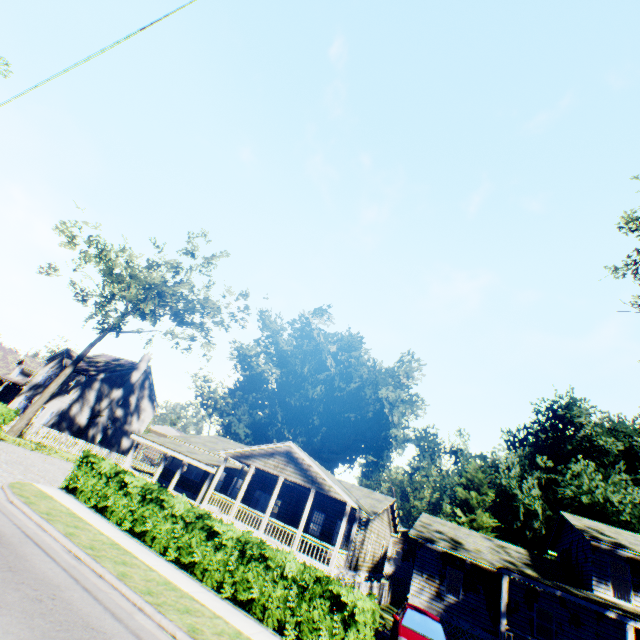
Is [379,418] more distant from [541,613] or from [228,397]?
[541,613]

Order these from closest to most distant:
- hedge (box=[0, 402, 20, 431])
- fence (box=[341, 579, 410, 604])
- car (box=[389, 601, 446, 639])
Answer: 1. car (box=[389, 601, 446, 639])
2. fence (box=[341, 579, 410, 604])
3. hedge (box=[0, 402, 20, 431])

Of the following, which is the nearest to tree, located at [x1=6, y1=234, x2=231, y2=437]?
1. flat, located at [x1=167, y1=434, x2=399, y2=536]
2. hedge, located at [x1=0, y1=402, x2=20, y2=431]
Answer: hedge, located at [x1=0, y1=402, x2=20, y2=431]

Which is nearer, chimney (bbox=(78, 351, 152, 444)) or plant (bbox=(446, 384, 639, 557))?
plant (bbox=(446, 384, 639, 557))

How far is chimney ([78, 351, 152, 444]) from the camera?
35.53m

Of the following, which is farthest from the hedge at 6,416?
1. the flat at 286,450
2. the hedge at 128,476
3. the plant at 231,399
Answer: the plant at 231,399

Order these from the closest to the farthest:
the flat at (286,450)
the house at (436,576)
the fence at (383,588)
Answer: the fence at (383,588), the house at (436,576), the flat at (286,450)

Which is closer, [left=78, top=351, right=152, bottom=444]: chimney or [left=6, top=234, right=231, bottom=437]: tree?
[left=6, top=234, right=231, bottom=437]: tree
